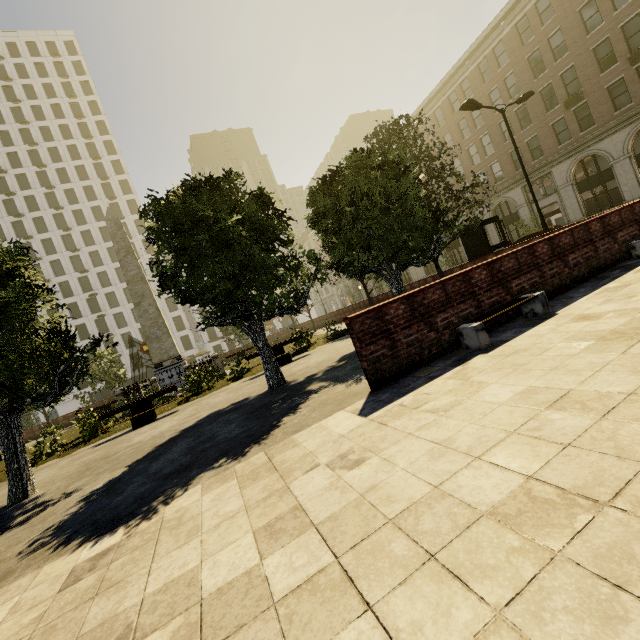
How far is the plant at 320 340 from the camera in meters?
15.4 m

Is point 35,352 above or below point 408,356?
above

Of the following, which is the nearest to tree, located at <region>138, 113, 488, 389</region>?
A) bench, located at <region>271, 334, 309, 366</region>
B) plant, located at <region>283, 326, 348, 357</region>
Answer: plant, located at <region>283, 326, 348, 357</region>

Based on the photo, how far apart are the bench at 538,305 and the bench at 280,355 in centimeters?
882cm

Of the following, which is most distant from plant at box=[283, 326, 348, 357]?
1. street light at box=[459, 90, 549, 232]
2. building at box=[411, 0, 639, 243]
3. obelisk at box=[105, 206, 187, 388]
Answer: building at box=[411, 0, 639, 243]

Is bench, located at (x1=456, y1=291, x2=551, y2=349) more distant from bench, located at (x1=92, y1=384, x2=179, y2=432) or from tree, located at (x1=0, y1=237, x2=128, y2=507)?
bench, located at (x1=92, y1=384, x2=179, y2=432)

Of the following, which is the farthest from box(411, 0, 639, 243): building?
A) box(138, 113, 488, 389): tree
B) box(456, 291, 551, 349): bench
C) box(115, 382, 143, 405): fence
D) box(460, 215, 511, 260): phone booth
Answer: box(115, 382, 143, 405): fence

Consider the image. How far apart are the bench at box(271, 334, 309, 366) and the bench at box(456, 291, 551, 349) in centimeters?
882cm
